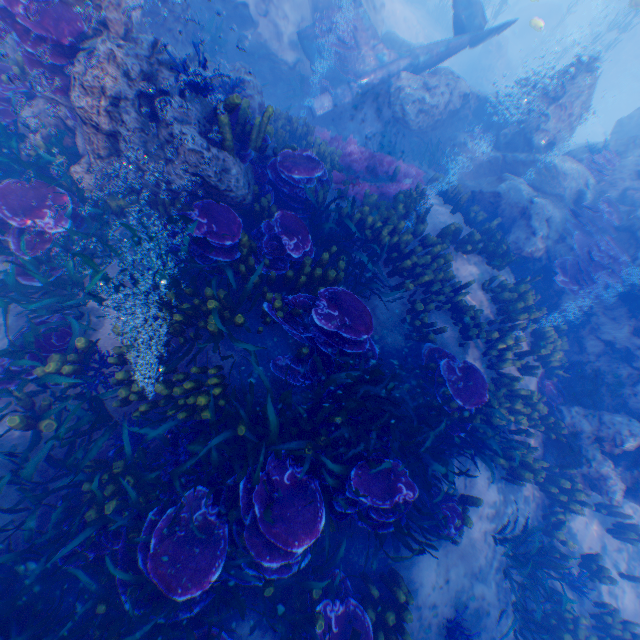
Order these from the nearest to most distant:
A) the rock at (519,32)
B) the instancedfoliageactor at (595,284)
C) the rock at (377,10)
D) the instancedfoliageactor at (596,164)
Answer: the instancedfoliageactor at (595,284), the instancedfoliageactor at (596,164), the rock at (377,10), the rock at (519,32)

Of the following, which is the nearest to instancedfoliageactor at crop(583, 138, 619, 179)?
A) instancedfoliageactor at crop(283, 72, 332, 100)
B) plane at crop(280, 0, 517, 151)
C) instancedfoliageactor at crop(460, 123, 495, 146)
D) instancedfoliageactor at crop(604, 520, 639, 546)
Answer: instancedfoliageactor at crop(460, 123, 495, 146)

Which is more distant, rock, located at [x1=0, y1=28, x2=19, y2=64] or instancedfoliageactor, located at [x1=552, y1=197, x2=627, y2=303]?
instancedfoliageactor, located at [x1=552, y1=197, x2=627, y2=303]

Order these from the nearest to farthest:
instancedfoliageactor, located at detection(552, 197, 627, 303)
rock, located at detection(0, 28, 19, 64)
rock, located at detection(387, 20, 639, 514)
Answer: rock, located at detection(0, 28, 19, 64) < rock, located at detection(387, 20, 639, 514) < instancedfoliageactor, located at detection(552, 197, 627, 303)

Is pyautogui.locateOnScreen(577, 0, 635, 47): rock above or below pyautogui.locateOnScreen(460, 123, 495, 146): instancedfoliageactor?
above

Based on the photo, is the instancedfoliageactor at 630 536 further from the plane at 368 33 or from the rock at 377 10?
the plane at 368 33

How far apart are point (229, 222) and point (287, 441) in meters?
3.4 m

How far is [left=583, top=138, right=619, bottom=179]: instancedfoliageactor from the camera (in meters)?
10.92
